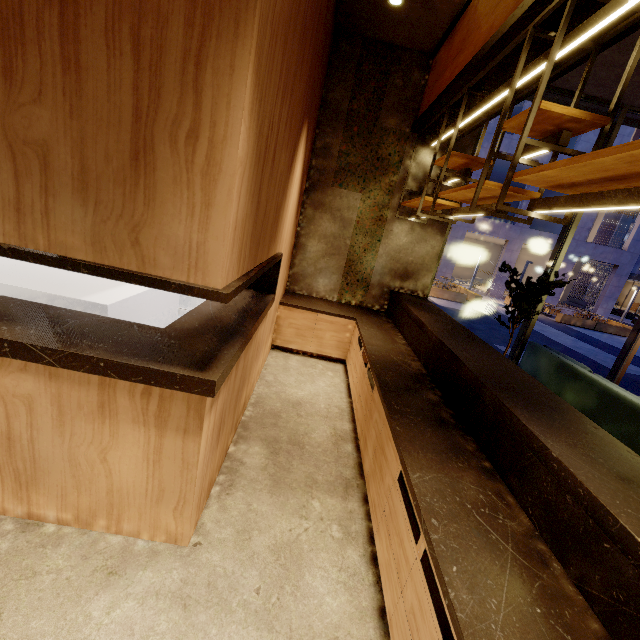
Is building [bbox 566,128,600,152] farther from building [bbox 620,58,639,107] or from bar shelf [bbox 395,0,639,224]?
bar shelf [bbox 395,0,639,224]

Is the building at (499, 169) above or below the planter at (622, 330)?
above

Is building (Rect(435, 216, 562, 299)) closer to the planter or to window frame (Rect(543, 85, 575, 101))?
the planter

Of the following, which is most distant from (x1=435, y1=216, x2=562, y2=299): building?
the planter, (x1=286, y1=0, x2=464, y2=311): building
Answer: (x1=286, y1=0, x2=464, y2=311): building

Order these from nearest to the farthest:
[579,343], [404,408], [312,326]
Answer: [404,408]
[312,326]
[579,343]

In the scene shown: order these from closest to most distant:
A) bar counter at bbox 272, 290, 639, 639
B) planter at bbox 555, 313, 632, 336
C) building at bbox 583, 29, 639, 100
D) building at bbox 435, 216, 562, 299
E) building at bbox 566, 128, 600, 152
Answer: bar counter at bbox 272, 290, 639, 639 → building at bbox 583, 29, 639, 100 → planter at bbox 555, 313, 632, 336 → building at bbox 566, 128, 600, 152 → building at bbox 435, 216, 562, 299

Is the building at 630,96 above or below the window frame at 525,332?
above

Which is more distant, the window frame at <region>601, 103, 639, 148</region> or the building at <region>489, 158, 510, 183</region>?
the building at <region>489, 158, 510, 183</region>
